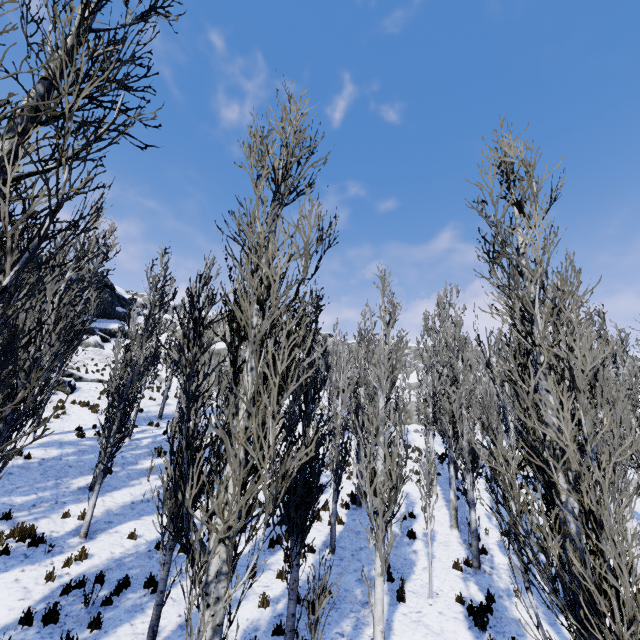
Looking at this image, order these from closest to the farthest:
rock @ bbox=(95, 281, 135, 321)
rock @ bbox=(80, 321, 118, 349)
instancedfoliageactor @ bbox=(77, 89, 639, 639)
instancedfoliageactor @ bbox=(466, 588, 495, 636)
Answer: instancedfoliageactor @ bbox=(77, 89, 639, 639) < instancedfoliageactor @ bbox=(466, 588, 495, 636) < rock @ bbox=(80, 321, 118, 349) < rock @ bbox=(95, 281, 135, 321)

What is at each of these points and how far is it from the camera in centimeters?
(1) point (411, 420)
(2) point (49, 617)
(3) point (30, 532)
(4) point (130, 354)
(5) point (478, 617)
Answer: (1) rock, 4297cm
(2) instancedfoliageactor, 679cm
(3) instancedfoliageactor, 926cm
(4) instancedfoliageactor, 1482cm
(5) instancedfoliageactor, 815cm

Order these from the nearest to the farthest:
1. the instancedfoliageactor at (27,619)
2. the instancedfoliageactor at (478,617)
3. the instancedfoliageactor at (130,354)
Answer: the instancedfoliageactor at (130,354), the instancedfoliageactor at (27,619), the instancedfoliageactor at (478,617)

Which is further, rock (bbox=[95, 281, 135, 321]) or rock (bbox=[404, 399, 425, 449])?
rock (bbox=[95, 281, 135, 321])

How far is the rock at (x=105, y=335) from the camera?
29.65m

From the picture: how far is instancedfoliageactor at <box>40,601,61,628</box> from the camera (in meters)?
6.73

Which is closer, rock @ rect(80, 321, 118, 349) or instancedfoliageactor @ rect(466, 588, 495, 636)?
instancedfoliageactor @ rect(466, 588, 495, 636)
